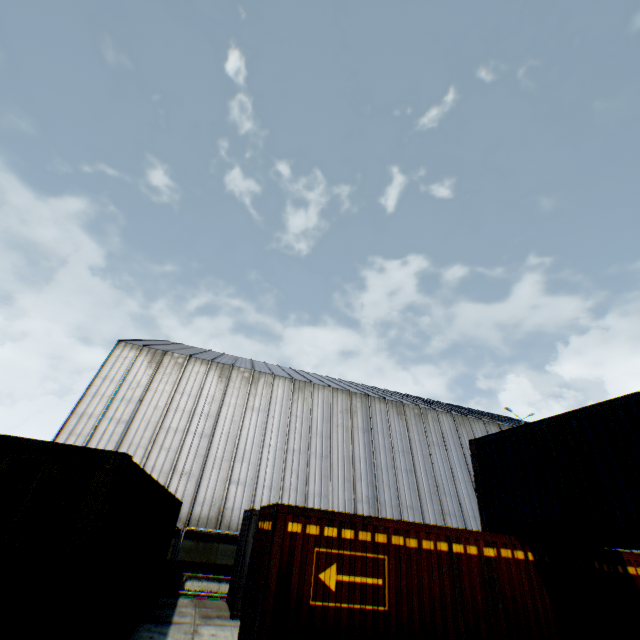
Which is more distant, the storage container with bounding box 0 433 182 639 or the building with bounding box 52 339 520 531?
the building with bounding box 52 339 520 531

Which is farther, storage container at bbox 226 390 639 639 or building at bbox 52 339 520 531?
building at bbox 52 339 520 531

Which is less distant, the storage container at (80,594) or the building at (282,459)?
the storage container at (80,594)

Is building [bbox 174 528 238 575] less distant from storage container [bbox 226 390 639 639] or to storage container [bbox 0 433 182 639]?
storage container [bbox 0 433 182 639]

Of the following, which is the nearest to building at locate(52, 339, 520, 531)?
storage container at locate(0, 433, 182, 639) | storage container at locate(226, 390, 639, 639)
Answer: storage container at locate(0, 433, 182, 639)

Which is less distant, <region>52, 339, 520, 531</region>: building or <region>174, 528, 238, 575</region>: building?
<region>174, 528, 238, 575</region>: building

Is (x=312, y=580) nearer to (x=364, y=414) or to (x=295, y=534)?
(x=295, y=534)

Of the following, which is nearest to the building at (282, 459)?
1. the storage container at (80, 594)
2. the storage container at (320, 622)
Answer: the storage container at (80, 594)
